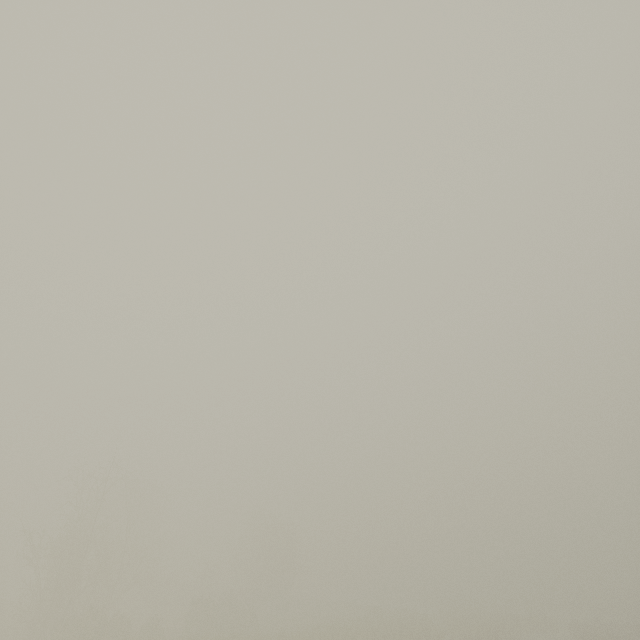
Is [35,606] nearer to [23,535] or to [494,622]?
[23,535]
